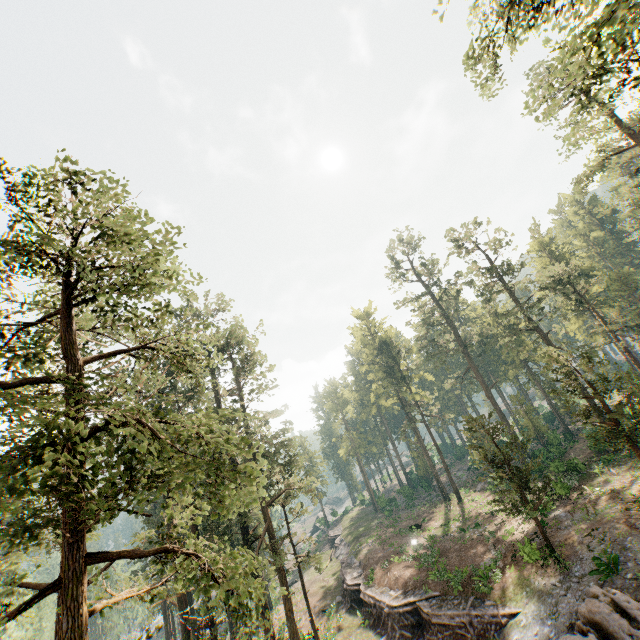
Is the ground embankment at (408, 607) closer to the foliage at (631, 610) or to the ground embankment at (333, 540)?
the foliage at (631, 610)

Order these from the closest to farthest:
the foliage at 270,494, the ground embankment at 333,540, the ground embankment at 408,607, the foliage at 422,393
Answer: the foliage at 270,494 → the foliage at 422,393 → the ground embankment at 408,607 → the ground embankment at 333,540

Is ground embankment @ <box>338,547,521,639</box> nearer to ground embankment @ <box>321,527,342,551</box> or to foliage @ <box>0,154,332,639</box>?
foliage @ <box>0,154,332,639</box>

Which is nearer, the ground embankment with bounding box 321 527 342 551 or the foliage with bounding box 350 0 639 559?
the foliage with bounding box 350 0 639 559

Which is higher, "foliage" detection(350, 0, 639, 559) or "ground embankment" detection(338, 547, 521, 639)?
"foliage" detection(350, 0, 639, 559)

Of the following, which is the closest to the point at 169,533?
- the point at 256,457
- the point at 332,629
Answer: the point at 332,629

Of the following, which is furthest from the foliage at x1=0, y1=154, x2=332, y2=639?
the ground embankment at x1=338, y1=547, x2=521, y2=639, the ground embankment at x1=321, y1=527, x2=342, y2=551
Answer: the ground embankment at x1=321, y1=527, x2=342, y2=551

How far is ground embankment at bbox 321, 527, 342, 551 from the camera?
51.6m
